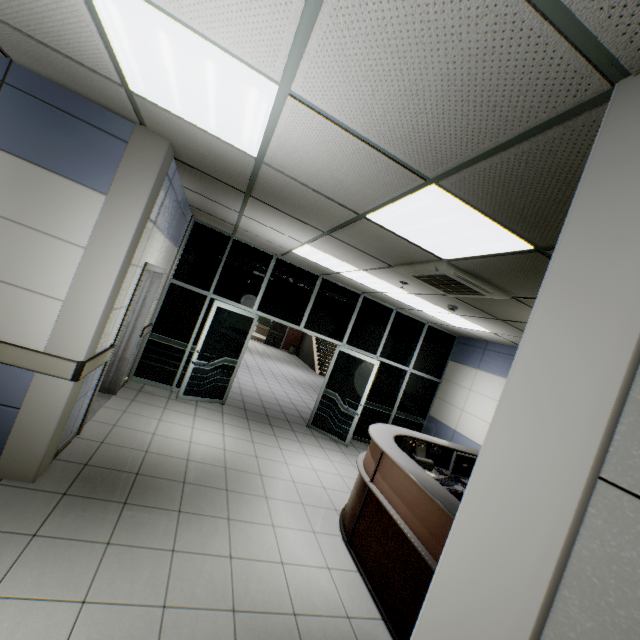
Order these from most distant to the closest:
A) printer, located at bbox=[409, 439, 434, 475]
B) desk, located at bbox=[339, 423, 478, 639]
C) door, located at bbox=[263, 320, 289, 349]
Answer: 1. door, located at bbox=[263, 320, 289, 349]
2. printer, located at bbox=[409, 439, 434, 475]
3. desk, located at bbox=[339, 423, 478, 639]

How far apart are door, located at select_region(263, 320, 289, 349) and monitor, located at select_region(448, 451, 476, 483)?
16.0m

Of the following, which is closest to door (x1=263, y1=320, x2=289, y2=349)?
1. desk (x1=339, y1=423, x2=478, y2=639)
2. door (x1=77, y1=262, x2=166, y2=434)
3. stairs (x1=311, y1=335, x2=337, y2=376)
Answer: stairs (x1=311, y1=335, x2=337, y2=376)

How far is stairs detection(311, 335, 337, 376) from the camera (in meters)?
16.06

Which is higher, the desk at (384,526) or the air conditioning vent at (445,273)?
the air conditioning vent at (445,273)

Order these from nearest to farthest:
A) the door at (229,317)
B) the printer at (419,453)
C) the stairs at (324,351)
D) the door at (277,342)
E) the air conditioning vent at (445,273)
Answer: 1. the air conditioning vent at (445,273)
2. the printer at (419,453)
3. the door at (229,317)
4. the stairs at (324,351)
5. the door at (277,342)

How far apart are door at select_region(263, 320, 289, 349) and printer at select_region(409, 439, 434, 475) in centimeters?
1575cm

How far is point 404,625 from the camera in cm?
263
